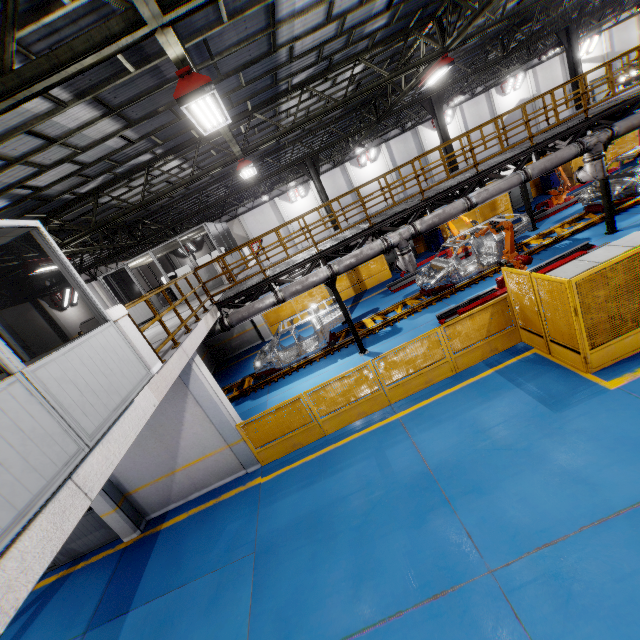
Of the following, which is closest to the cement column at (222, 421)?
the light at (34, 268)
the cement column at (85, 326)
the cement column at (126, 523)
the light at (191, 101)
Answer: the cement column at (85, 326)

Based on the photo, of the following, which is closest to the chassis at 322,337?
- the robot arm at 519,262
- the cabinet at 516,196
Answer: the robot arm at 519,262

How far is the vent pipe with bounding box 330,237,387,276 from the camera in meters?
10.5

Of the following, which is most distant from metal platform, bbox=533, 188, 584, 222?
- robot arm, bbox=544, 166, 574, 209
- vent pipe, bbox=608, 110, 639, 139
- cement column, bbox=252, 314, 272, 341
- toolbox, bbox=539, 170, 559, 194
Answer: cement column, bbox=252, 314, 272, 341

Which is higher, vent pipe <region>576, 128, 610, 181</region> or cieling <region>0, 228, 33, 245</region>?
cieling <region>0, 228, 33, 245</region>

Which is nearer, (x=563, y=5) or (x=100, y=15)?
(x=100, y=15)

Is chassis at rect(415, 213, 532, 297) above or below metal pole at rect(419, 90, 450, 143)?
below

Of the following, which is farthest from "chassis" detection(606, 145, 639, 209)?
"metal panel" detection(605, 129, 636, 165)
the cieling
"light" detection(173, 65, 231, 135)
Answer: the cieling
